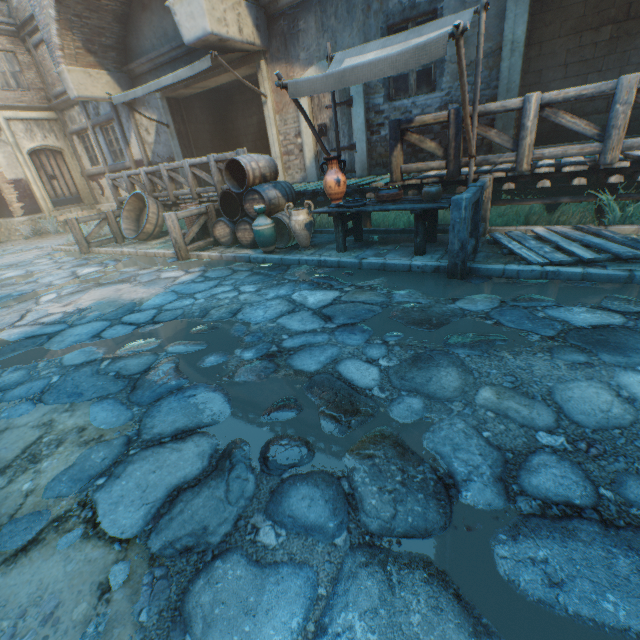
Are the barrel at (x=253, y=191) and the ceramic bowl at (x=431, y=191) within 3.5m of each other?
yes

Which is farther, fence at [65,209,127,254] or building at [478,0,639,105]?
fence at [65,209,127,254]

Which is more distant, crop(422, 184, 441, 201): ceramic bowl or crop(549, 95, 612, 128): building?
crop(549, 95, 612, 128): building

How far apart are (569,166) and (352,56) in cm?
369

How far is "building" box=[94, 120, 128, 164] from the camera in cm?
1251

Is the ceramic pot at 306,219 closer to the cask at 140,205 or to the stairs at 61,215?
the cask at 140,205

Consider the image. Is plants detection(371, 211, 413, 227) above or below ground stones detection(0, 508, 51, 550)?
above

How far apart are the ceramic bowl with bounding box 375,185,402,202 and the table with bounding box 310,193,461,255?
0.0 meters
